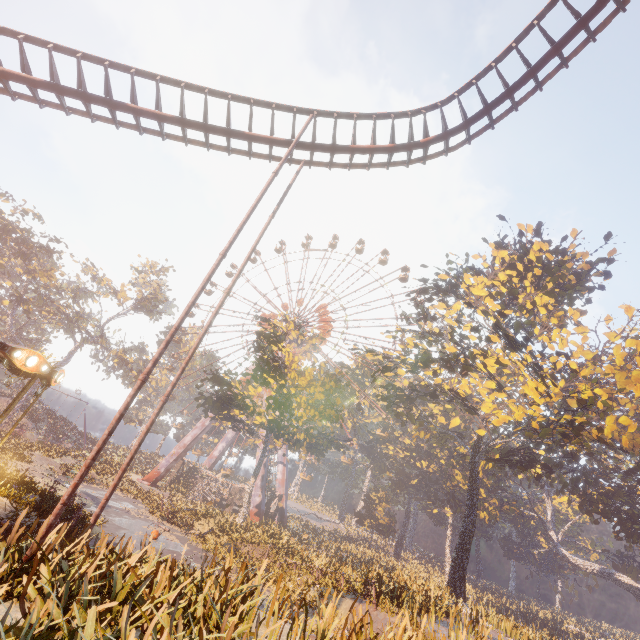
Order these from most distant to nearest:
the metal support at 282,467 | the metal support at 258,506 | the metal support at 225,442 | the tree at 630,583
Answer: the metal support at 225,442 → the metal support at 282,467 → the tree at 630,583 → the metal support at 258,506

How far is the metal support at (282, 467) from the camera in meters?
40.7

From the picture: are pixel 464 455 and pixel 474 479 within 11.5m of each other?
yes

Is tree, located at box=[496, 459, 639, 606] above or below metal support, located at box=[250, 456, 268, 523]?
above

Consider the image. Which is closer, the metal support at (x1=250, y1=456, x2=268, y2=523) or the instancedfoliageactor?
the instancedfoliageactor

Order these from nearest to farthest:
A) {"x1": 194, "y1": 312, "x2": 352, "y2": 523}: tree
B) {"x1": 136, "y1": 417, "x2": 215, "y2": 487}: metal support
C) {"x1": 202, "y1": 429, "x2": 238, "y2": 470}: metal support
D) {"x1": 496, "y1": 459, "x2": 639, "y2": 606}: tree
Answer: {"x1": 194, "y1": 312, "x2": 352, "y2": 523}: tree, {"x1": 496, "y1": 459, "x2": 639, "y2": 606}: tree, {"x1": 136, "y1": 417, "x2": 215, "y2": 487}: metal support, {"x1": 202, "y1": 429, "x2": 238, "y2": 470}: metal support

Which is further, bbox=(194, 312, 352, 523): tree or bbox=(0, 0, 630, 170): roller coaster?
bbox=(194, 312, 352, 523): tree

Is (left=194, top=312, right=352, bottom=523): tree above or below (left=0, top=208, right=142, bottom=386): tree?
below
